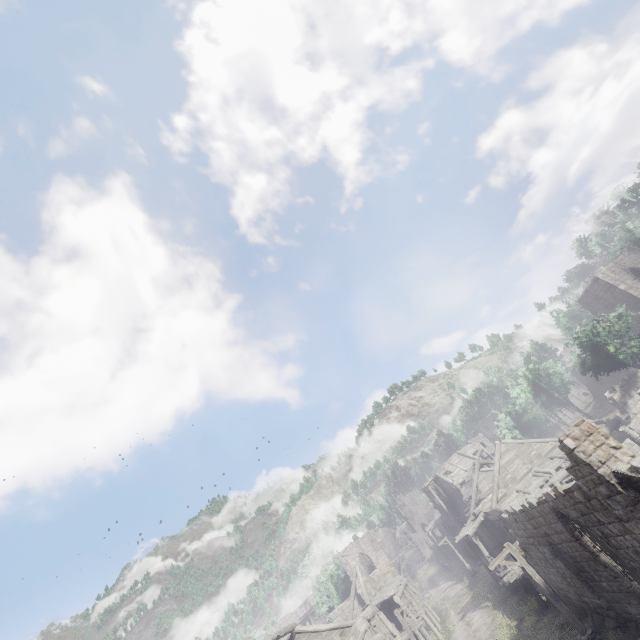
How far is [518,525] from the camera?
17.58m

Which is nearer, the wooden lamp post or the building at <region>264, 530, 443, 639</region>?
the wooden lamp post

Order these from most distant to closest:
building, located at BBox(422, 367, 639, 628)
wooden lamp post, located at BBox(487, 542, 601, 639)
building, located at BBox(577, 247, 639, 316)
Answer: building, located at BBox(577, 247, 639, 316) < wooden lamp post, located at BBox(487, 542, 601, 639) < building, located at BBox(422, 367, 639, 628)

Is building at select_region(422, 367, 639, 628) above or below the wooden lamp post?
above

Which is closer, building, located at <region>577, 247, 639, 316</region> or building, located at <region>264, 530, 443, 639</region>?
building, located at <region>264, 530, 443, 639</region>

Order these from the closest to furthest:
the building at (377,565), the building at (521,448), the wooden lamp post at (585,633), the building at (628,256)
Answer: the building at (521,448), the wooden lamp post at (585,633), the building at (377,565), the building at (628,256)

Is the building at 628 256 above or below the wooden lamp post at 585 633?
above

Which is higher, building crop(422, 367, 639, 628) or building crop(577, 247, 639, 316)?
building crop(577, 247, 639, 316)
